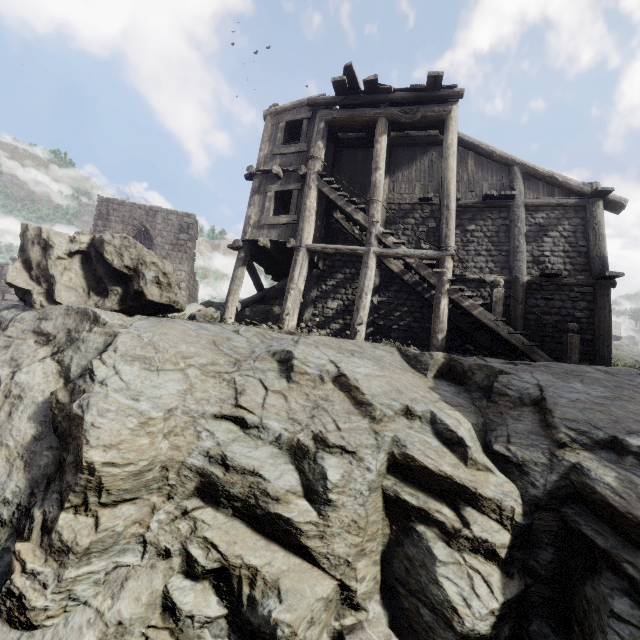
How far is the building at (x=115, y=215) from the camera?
20.89m

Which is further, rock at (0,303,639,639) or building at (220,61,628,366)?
building at (220,61,628,366)

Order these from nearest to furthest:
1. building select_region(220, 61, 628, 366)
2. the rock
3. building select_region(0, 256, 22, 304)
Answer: the rock
building select_region(220, 61, 628, 366)
building select_region(0, 256, 22, 304)

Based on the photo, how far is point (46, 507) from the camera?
4.1m

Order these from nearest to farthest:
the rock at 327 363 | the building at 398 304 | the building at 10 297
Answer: the rock at 327 363 → the building at 398 304 → the building at 10 297

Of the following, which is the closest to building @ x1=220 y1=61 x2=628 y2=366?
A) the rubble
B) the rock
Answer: the rock
